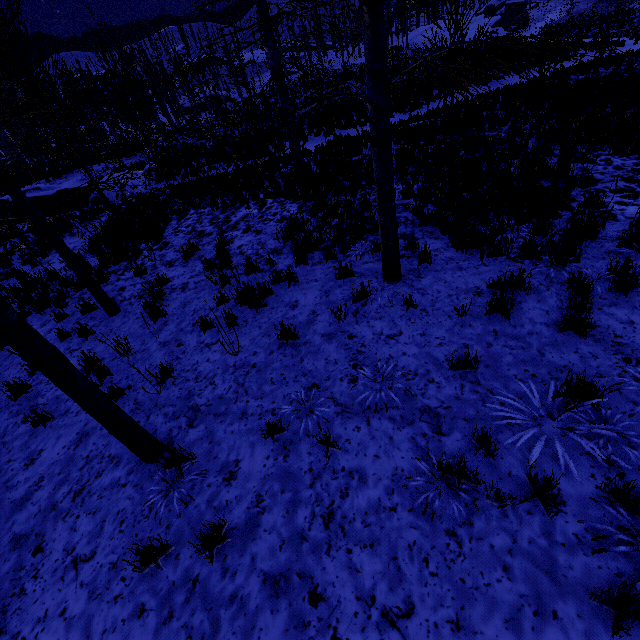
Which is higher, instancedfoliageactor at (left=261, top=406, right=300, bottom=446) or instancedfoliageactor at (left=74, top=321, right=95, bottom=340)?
instancedfoliageactor at (left=74, top=321, right=95, bottom=340)

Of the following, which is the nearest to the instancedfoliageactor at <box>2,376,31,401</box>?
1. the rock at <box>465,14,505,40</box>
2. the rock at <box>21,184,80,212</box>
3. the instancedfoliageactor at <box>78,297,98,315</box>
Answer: the instancedfoliageactor at <box>78,297,98,315</box>

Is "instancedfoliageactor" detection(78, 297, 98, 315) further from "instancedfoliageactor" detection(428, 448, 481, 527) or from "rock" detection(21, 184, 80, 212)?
"rock" detection(21, 184, 80, 212)

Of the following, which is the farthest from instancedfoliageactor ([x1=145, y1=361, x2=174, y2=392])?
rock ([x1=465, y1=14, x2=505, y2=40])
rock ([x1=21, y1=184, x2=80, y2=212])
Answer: rock ([x1=465, y1=14, x2=505, y2=40])

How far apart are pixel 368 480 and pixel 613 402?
2.5m

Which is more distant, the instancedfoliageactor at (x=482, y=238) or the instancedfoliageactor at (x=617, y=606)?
the instancedfoliageactor at (x=482, y=238)

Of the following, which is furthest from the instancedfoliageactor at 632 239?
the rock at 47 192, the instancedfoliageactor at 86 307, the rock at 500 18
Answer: the rock at 500 18

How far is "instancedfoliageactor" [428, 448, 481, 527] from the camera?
2.7m
